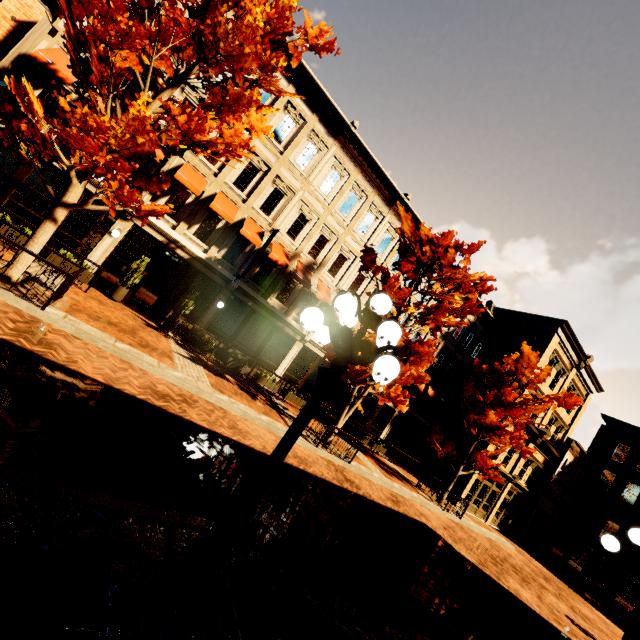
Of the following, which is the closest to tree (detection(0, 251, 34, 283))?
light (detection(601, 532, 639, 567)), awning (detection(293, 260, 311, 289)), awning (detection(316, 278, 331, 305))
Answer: awning (detection(316, 278, 331, 305))

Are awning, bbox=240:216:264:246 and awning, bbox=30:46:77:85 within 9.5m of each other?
yes

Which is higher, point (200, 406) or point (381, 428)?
point (381, 428)

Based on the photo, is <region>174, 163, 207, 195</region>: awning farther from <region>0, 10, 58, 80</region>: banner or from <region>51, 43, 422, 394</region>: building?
<region>0, 10, 58, 80</region>: banner

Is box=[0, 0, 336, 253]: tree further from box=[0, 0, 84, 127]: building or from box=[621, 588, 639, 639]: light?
box=[621, 588, 639, 639]: light

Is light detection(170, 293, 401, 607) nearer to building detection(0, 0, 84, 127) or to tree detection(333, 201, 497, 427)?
tree detection(333, 201, 497, 427)

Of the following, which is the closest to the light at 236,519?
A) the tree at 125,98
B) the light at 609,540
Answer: the light at 609,540

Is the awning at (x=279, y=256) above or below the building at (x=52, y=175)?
above
